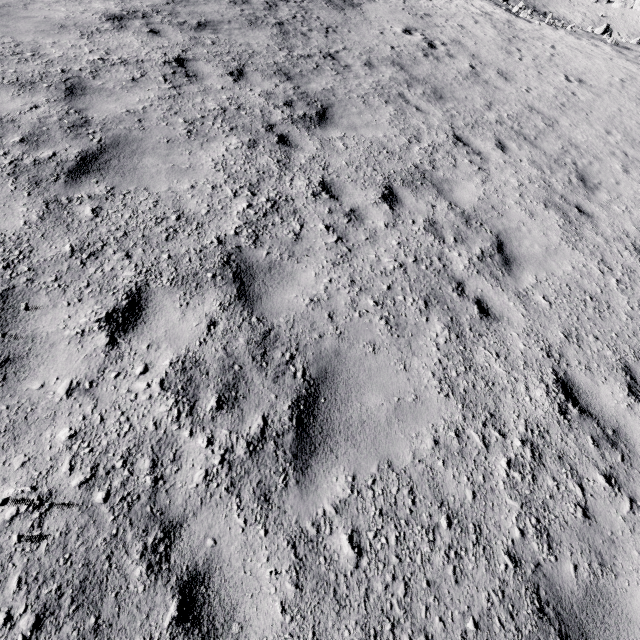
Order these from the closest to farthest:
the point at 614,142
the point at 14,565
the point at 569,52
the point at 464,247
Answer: the point at 14,565 < the point at 464,247 < the point at 614,142 < the point at 569,52
